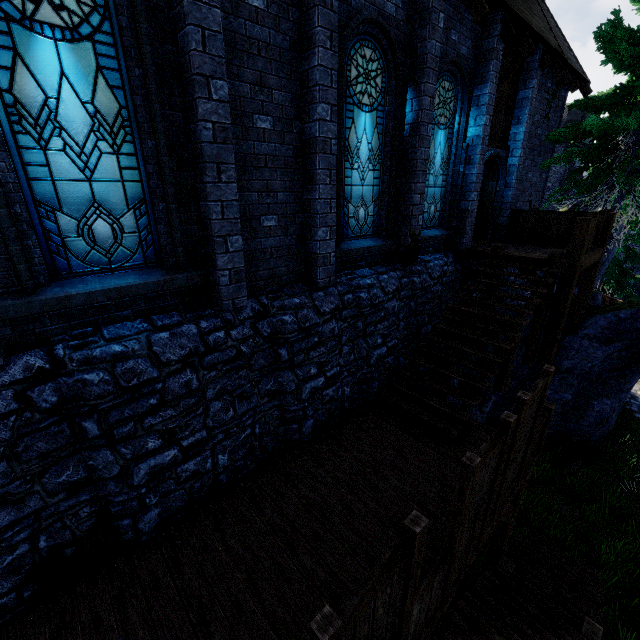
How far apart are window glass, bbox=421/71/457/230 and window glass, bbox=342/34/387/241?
1.5 meters

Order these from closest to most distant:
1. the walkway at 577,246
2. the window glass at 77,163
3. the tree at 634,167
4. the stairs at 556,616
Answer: the window glass at 77,163 < the stairs at 556,616 < the walkway at 577,246 < the tree at 634,167

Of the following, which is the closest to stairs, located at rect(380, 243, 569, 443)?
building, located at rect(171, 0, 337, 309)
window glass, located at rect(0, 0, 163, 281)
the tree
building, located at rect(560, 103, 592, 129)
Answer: building, located at rect(171, 0, 337, 309)

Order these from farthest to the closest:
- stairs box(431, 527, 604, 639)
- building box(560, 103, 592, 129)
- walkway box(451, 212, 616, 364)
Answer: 1. building box(560, 103, 592, 129)
2. walkway box(451, 212, 616, 364)
3. stairs box(431, 527, 604, 639)

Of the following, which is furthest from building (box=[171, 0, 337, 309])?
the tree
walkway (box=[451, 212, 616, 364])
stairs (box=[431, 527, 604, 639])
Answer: stairs (box=[431, 527, 604, 639])

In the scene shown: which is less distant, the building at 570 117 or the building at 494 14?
the building at 494 14

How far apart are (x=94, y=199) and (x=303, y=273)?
3.5 meters

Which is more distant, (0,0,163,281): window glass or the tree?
the tree
